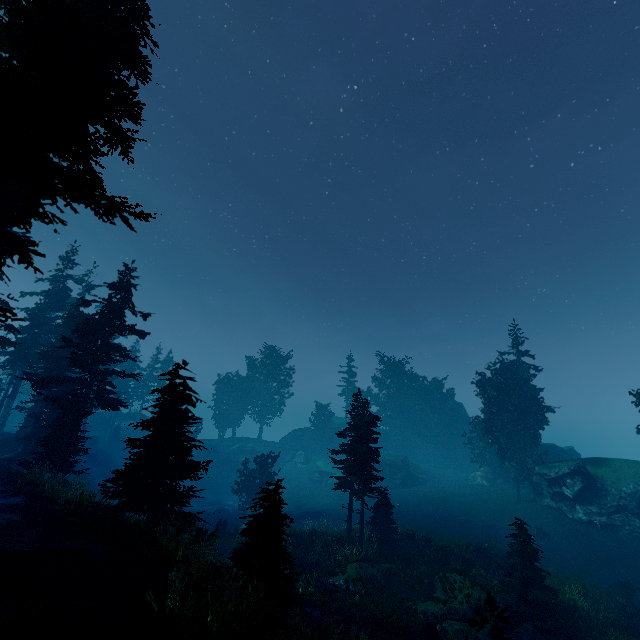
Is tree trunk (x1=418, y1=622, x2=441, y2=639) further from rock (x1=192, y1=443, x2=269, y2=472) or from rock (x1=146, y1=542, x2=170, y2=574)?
rock (x1=192, y1=443, x2=269, y2=472)

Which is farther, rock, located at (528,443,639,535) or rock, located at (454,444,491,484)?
rock, located at (454,444,491,484)

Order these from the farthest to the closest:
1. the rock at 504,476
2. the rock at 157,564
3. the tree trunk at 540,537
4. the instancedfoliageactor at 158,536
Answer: the rock at 504,476
the tree trunk at 540,537
the rock at 157,564
the instancedfoliageactor at 158,536

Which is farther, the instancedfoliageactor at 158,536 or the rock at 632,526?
the rock at 632,526

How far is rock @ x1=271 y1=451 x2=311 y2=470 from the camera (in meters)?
57.06

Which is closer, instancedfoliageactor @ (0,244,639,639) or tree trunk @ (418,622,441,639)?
instancedfoliageactor @ (0,244,639,639)

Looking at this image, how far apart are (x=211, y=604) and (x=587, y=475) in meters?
38.0 m

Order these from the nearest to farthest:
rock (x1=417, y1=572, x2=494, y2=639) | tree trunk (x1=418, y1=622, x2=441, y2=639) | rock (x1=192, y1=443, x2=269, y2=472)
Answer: tree trunk (x1=418, y1=622, x2=441, y2=639)
rock (x1=417, y1=572, x2=494, y2=639)
rock (x1=192, y1=443, x2=269, y2=472)
